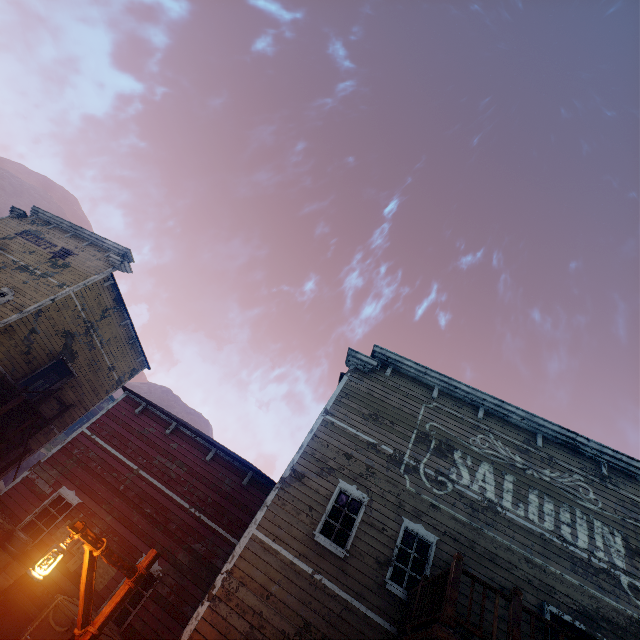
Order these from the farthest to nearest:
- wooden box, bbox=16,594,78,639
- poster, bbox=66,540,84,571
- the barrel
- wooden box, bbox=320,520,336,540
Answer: poster, bbox=66,540,84,571, wooden box, bbox=320,520,336,540, the barrel, wooden box, bbox=16,594,78,639

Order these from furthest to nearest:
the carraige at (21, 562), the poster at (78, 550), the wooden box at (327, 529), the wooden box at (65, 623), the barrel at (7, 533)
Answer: the poster at (78, 550)
the wooden box at (327, 529)
the barrel at (7, 533)
the carraige at (21, 562)
the wooden box at (65, 623)

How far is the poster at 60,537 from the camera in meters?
10.1

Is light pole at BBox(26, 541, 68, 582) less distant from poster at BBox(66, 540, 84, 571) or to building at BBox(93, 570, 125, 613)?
building at BBox(93, 570, 125, 613)

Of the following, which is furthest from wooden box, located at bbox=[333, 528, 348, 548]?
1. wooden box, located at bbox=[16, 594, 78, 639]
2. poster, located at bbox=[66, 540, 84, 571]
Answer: poster, located at bbox=[66, 540, 84, 571]

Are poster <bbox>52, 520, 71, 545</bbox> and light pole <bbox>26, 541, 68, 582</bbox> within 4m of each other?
no

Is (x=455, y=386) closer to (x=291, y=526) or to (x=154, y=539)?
(x=291, y=526)
